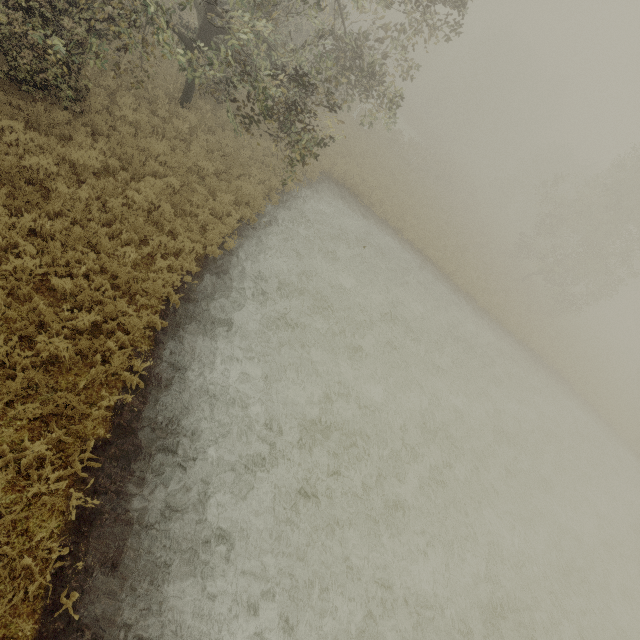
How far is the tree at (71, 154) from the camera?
8.38m

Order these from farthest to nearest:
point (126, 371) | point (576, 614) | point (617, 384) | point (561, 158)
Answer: point (561, 158), point (617, 384), point (576, 614), point (126, 371)

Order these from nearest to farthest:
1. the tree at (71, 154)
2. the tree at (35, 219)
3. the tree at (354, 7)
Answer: the tree at (35, 219) < the tree at (71, 154) < the tree at (354, 7)

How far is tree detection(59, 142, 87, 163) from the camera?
8.4m

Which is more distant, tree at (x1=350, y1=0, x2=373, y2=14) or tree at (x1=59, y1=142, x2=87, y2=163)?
tree at (x1=350, y1=0, x2=373, y2=14)

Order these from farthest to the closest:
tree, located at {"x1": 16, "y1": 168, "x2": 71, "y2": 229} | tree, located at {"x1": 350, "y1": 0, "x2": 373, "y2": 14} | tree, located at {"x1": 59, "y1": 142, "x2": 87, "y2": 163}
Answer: Result:
tree, located at {"x1": 350, "y1": 0, "x2": 373, "y2": 14}
tree, located at {"x1": 59, "y1": 142, "x2": 87, "y2": 163}
tree, located at {"x1": 16, "y1": 168, "x2": 71, "y2": 229}
